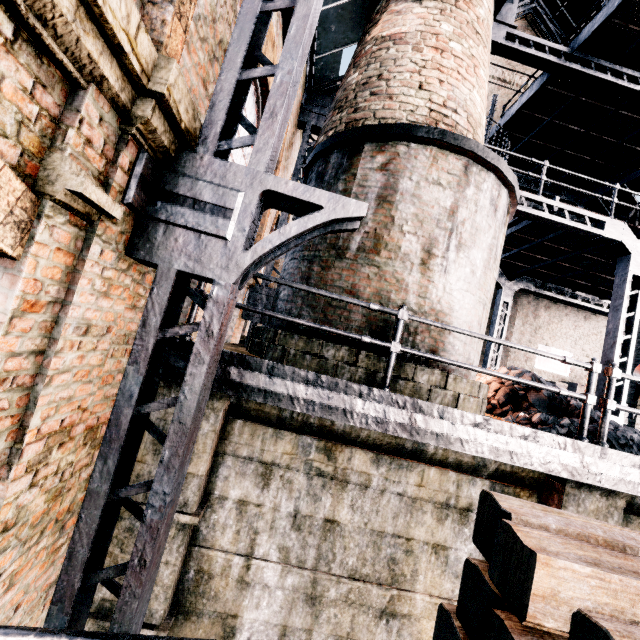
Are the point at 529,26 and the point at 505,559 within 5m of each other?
no

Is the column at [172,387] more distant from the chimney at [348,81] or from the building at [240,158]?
the chimney at [348,81]

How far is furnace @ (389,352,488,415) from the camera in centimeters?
461cm

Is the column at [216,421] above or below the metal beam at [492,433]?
A: below

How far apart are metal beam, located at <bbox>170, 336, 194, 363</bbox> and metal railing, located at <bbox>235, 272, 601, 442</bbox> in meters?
0.2

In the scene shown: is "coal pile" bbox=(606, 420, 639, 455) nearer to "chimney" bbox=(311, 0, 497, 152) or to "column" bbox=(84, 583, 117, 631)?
"chimney" bbox=(311, 0, 497, 152)

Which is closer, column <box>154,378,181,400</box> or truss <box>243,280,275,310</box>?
column <box>154,378,181,400</box>

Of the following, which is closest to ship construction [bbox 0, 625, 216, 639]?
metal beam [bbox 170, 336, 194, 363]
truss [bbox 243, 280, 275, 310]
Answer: metal beam [bbox 170, 336, 194, 363]
